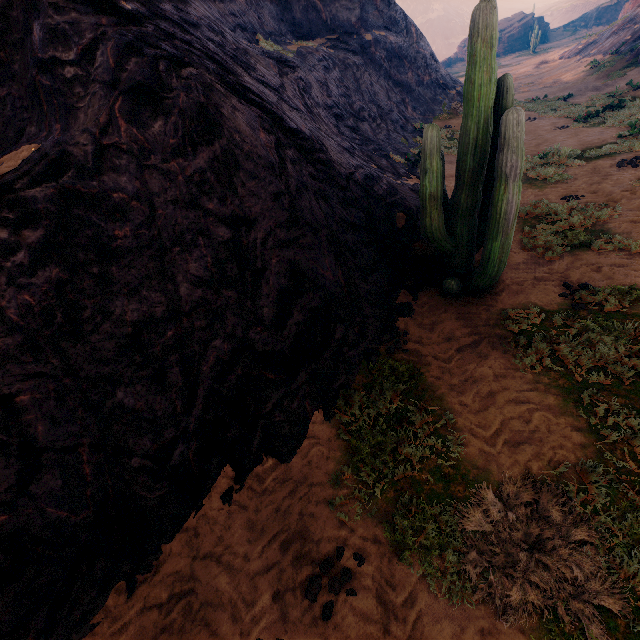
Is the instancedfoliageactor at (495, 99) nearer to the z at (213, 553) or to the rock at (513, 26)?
the z at (213, 553)

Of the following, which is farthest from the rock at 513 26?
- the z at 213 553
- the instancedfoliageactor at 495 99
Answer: the instancedfoliageactor at 495 99

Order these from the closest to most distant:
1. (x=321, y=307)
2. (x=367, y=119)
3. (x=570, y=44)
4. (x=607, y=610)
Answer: (x=607, y=610), (x=321, y=307), (x=367, y=119), (x=570, y=44)

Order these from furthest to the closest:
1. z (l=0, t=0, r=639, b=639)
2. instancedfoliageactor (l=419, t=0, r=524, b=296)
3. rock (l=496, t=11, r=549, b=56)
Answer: rock (l=496, t=11, r=549, b=56) < instancedfoliageactor (l=419, t=0, r=524, b=296) < z (l=0, t=0, r=639, b=639)

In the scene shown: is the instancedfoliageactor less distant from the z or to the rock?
the z

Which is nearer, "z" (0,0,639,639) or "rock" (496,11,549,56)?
"z" (0,0,639,639)

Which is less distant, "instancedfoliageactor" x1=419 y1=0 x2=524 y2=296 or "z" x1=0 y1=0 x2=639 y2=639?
"z" x1=0 y1=0 x2=639 y2=639

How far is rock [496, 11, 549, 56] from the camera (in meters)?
53.84
